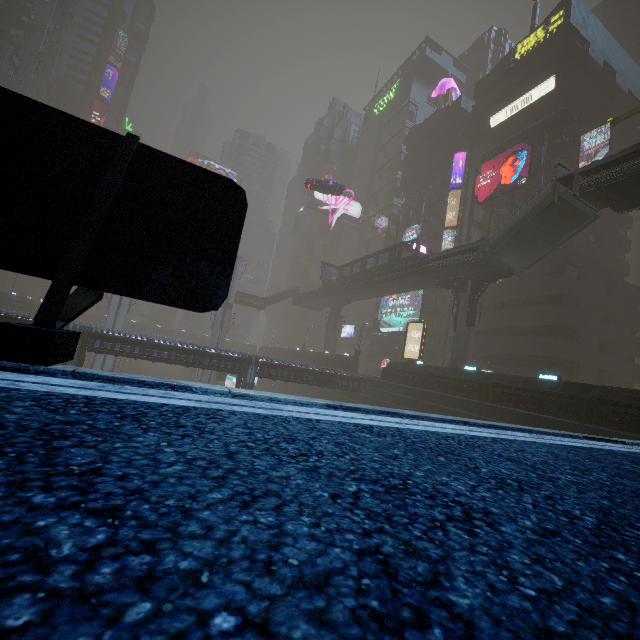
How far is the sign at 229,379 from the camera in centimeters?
3628cm

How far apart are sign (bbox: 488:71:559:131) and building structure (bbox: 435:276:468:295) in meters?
22.7

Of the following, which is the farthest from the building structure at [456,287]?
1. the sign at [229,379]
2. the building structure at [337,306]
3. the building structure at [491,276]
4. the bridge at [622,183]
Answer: the sign at [229,379]

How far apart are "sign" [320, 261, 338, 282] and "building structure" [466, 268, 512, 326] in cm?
2104

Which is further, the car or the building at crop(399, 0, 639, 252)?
the car

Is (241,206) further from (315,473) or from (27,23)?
(27,23)

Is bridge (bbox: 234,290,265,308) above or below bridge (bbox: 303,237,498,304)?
below

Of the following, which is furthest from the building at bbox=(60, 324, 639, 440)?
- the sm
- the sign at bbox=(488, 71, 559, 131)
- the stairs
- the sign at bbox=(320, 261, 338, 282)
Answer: the sign at bbox=(320, 261, 338, 282)
